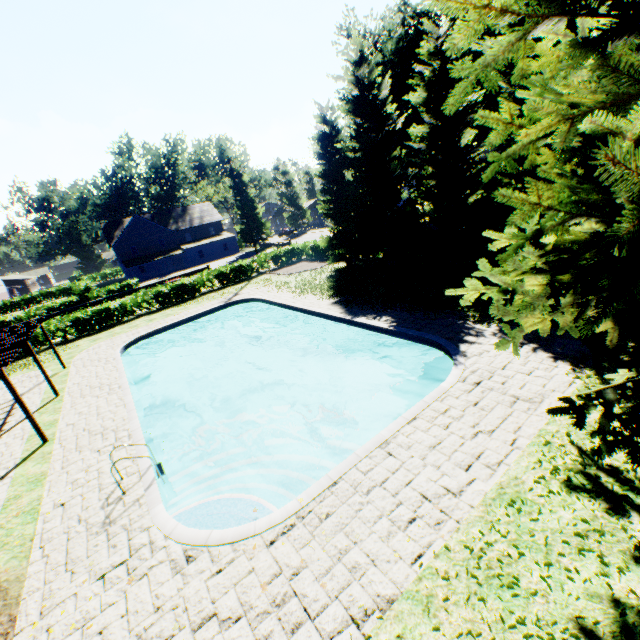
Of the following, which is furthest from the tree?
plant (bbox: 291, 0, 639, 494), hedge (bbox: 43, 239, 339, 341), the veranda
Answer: the veranda

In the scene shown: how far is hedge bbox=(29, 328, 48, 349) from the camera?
24.9m

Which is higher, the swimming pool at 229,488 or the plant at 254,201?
the plant at 254,201

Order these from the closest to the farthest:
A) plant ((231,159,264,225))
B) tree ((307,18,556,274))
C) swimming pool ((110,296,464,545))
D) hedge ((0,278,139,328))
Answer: swimming pool ((110,296,464,545))
tree ((307,18,556,274))
hedge ((0,278,139,328))
plant ((231,159,264,225))

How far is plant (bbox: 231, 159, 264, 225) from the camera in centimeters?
5741cm

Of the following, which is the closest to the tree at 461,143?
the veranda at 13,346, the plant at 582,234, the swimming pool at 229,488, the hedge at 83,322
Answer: the hedge at 83,322

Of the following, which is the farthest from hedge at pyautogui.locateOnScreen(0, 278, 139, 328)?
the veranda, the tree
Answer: the veranda

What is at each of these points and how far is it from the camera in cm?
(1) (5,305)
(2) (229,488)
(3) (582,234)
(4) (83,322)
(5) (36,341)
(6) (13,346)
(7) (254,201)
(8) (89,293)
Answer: (1) hedge, 5869
(2) swimming pool, 809
(3) plant, 449
(4) hedge, 2648
(5) hedge, 2512
(6) veranda, 1300
(7) plant, 5856
(8) hedge, 4075
